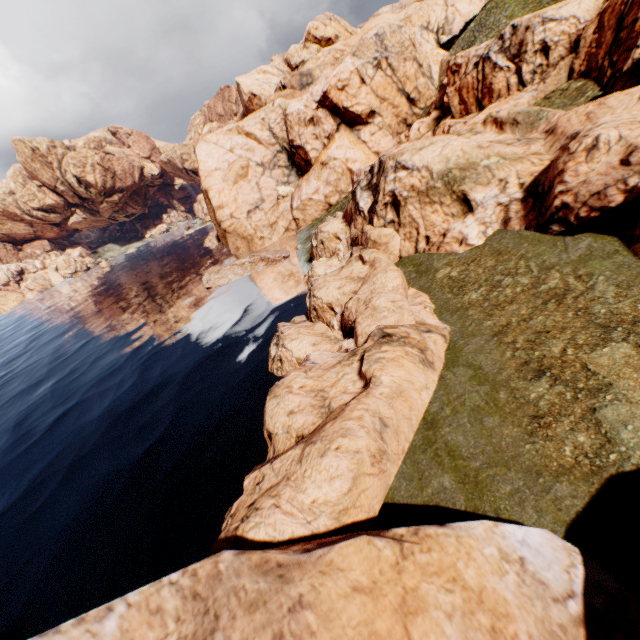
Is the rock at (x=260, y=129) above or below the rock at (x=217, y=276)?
above

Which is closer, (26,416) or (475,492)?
(475,492)

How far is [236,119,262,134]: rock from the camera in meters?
59.5

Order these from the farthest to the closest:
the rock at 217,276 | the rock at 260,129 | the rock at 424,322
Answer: the rock at 260,129
the rock at 217,276
the rock at 424,322

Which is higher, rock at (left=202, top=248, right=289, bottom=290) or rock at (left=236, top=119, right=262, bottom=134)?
rock at (left=236, top=119, right=262, bottom=134)

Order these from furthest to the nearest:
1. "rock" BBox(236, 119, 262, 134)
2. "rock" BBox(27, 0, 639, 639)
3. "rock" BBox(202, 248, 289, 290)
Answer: "rock" BBox(236, 119, 262, 134) → "rock" BBox(202, 248, 289, 290) → "rock" BBox(27, 0, 639, 639)
